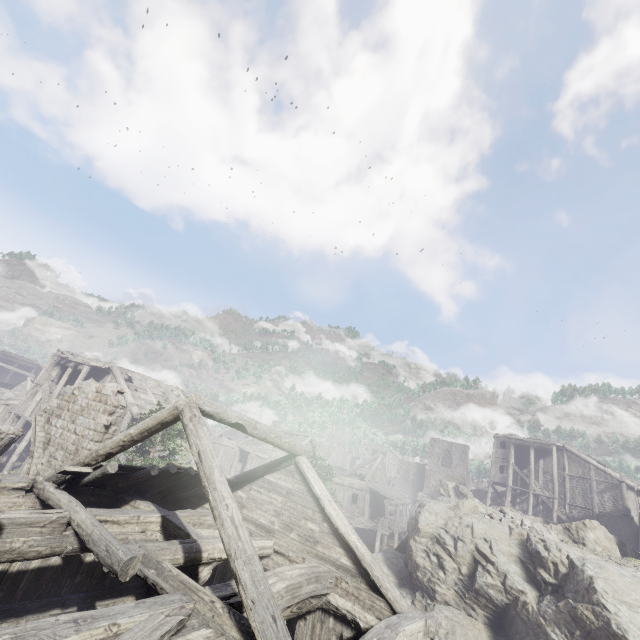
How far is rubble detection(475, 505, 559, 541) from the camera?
16.02m

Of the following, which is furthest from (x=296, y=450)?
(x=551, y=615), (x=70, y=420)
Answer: (x=551, y=615)

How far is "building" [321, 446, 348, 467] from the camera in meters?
54.6

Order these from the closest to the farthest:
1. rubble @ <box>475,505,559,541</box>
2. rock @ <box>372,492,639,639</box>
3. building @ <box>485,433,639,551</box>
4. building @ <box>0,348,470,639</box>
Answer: building @ <box>0,348,470,639</box>, rock @ <box>372,492,639,639</box>, rubble @ <box>475,505,559,541</box>, building @ <box>485,433,639,551</box>

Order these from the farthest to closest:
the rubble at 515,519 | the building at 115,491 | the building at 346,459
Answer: the building at 346,459, the rubble at 515,519, the building at 115,491

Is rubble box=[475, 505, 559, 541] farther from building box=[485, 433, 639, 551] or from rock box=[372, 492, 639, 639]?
building box=[485, 433, 639, 551]

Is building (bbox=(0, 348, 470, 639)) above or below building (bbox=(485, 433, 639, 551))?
below

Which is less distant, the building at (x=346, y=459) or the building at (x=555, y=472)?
the building at (x=555, y=472)
